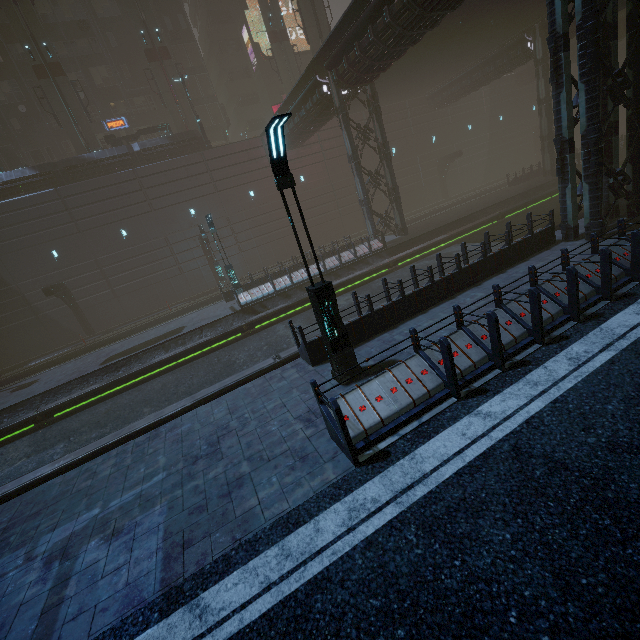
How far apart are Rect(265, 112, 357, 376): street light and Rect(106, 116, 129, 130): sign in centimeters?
4044cm

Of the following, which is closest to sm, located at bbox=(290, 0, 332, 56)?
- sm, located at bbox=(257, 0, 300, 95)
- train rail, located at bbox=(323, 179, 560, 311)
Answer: sm, located at bbox=(257, 0, 300, 95)

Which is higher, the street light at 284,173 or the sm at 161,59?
the sm at 161,59

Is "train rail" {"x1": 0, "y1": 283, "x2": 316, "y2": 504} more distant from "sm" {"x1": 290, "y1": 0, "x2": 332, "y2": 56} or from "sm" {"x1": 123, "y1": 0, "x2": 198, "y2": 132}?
"sm" {"x1": 123, "y1": 0, "x2": 198, "y2": 132}

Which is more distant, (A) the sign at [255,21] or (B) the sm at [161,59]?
A: (A) the sign at [255,21]

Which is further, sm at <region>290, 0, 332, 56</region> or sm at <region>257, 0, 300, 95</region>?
sm at <region>257, 0, 300, 95</region>

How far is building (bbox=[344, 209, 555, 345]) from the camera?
9.7m

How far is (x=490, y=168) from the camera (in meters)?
43.66
